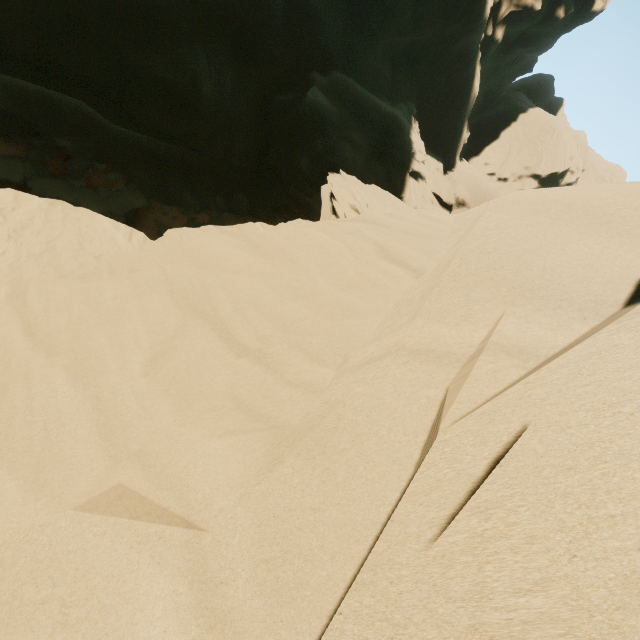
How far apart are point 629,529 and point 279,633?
1.7m
